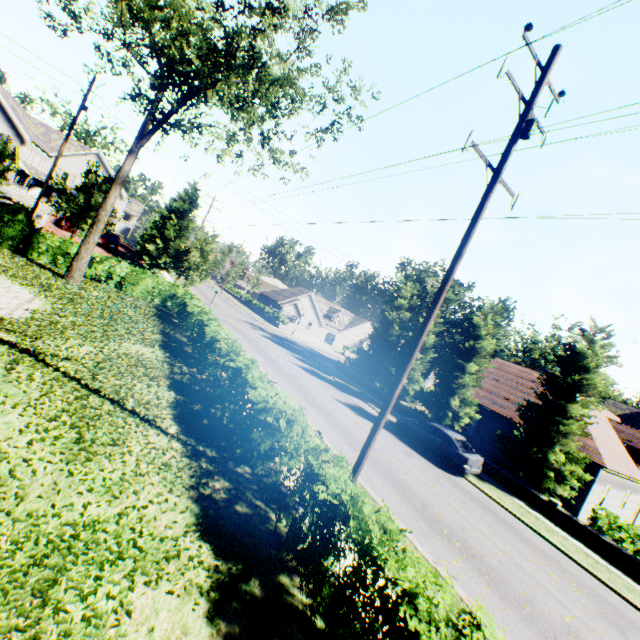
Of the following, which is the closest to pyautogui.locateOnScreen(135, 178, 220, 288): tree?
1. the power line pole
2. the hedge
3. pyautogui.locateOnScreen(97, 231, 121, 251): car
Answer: pyautogui.locateOnScreen(97, 231, 121, 251): car

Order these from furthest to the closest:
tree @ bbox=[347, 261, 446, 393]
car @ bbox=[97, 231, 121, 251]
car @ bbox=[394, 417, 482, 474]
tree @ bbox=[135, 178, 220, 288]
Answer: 1. car @ bbox=[97, 231, 121, 251]
2. tree @ bbox=[347, 261, 446, 393]
3. tree @ bbox=[135, 178, 220, 288]
4. car @ bbox=[394, 417, 482, 474]

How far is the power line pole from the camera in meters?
7.1

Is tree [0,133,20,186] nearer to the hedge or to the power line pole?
the power line pole

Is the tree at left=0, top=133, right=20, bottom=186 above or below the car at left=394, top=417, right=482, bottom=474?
above

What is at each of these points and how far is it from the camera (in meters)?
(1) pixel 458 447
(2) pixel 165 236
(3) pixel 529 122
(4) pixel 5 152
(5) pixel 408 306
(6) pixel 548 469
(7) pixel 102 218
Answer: (1) car, 16.16
(2) tree, 37.16
(3) power line pole, 7.01
(4) tree, 26.42
(5) tree, 30.67
(6) tree, 16.64
(7) tree, 17.95

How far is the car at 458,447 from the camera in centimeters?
1580cm

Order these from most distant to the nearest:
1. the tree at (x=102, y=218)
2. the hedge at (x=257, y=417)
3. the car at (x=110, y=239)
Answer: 1. the car at (x=110, y=239)
2. the tree at (x=102, y=218)
3. the hedge at (x=257, y=417)
